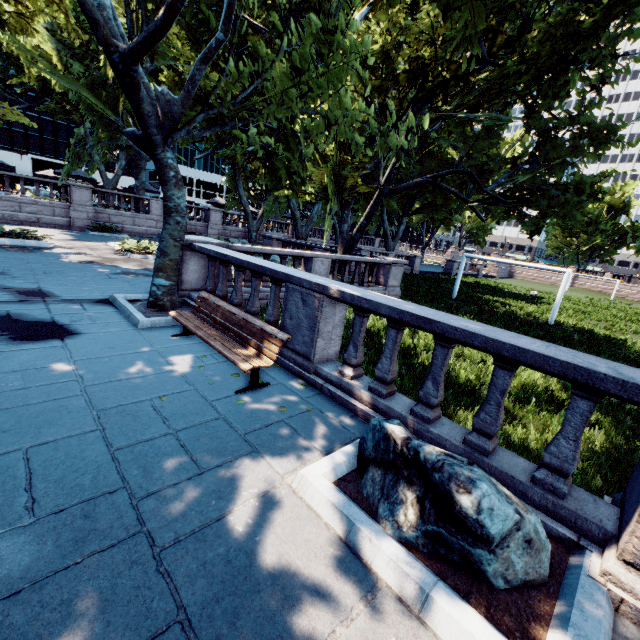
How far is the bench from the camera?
4.83m

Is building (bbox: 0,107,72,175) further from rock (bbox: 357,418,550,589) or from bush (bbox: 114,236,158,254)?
rock (bbox: 357,418,550,589)

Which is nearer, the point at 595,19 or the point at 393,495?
the point at 393,495

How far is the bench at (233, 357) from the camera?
4.8m

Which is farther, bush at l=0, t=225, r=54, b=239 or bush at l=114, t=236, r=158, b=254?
bush at l=114, t=236, r=158, b=254

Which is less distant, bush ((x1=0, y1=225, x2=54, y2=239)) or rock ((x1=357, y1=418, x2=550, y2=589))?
rock ((x1=357, y1=418, x2=550, y2=589))

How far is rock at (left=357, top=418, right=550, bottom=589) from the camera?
2.31m

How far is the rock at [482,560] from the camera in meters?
2.3
